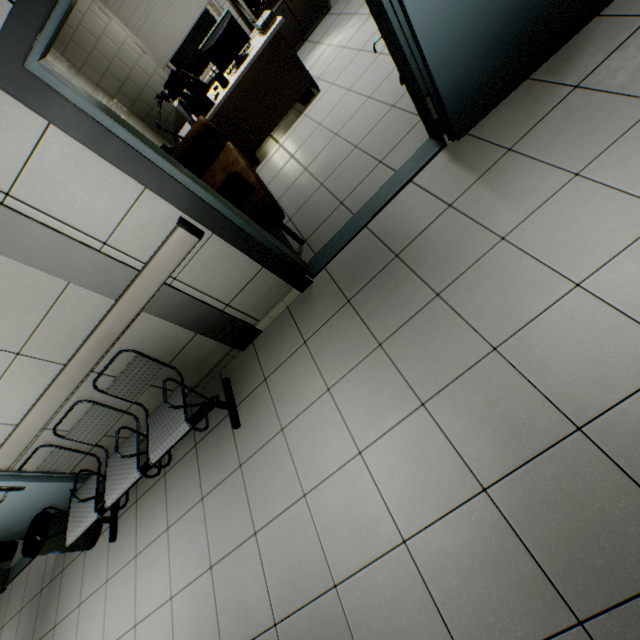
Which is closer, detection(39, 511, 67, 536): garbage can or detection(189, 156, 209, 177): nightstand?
detection(39, 511, 67, 536): garbage can

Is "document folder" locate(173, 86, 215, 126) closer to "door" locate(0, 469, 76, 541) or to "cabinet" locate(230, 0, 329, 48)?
"cabinet" locate(230, 0, 329, 48)

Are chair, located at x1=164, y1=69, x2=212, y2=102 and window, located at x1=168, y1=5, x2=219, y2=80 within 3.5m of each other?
yes

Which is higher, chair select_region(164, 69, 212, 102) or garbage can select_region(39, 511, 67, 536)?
chair select_region(164, 69, 212, 102)

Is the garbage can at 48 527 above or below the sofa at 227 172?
below

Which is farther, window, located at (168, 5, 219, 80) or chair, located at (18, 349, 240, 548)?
window, located at (168, 5, 219, 80)

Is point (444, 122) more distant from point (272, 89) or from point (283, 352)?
point (272, 89)

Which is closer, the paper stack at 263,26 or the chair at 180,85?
the paper stack at 263,26
